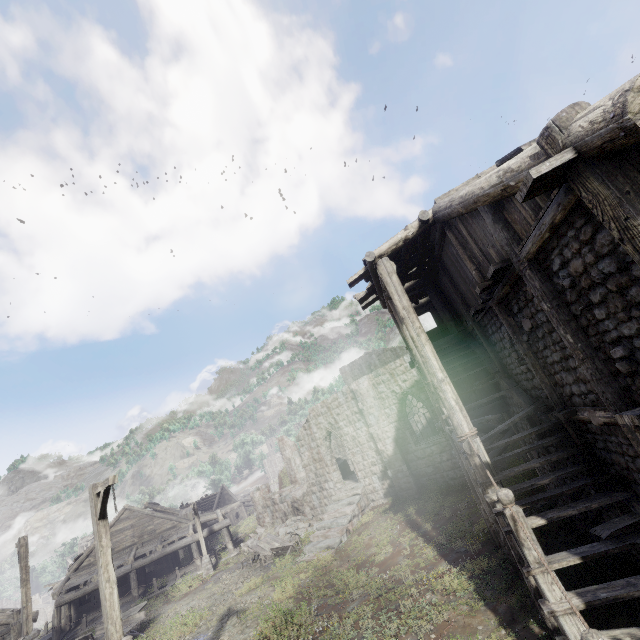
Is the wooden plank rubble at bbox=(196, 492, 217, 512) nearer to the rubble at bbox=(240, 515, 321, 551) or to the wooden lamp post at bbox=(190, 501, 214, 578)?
the rubble at bbox=(240, 515, 321, 551)

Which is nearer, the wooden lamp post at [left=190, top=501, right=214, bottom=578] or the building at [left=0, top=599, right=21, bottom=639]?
the building at [left=0, top=599, right=21, bottom=639]

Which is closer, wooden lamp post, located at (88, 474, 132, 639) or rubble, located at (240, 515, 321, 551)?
wooden lamp post, located at (88, 474, 132, 639)

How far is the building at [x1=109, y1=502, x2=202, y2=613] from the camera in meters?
23.0 m

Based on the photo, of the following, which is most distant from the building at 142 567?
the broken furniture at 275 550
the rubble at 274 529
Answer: the broken furniture at 275 550

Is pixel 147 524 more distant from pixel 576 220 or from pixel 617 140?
pixel 617 140

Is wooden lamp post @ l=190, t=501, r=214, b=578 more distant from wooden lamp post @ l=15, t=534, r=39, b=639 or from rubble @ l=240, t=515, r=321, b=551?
wooden lamp post @ l=15, t=534, r=39, b=639

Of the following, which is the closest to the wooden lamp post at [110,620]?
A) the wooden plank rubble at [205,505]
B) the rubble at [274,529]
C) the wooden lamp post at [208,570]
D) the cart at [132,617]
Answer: the cart at [132,617]
